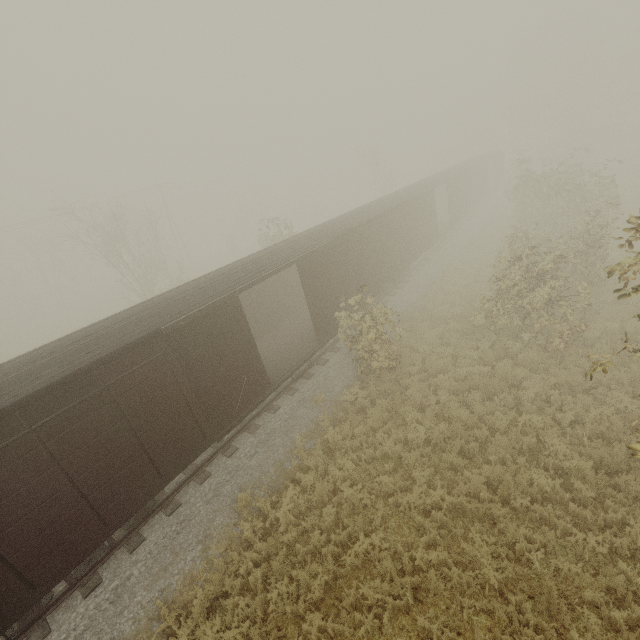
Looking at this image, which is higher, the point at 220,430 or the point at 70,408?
the point at 70,408
